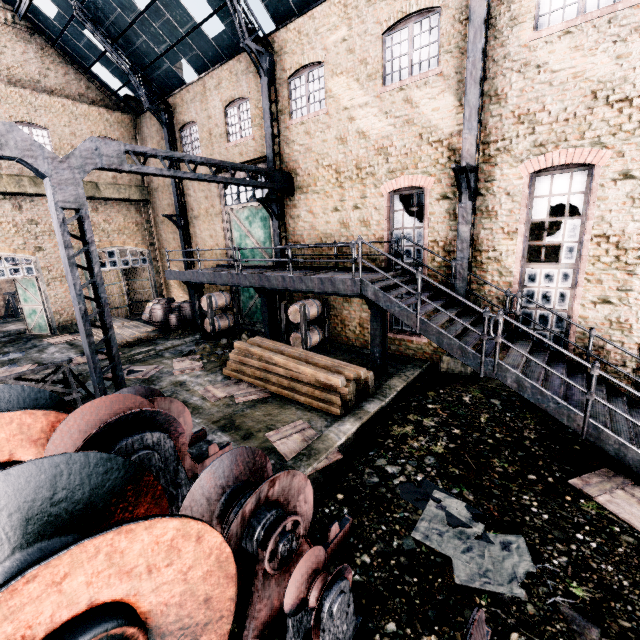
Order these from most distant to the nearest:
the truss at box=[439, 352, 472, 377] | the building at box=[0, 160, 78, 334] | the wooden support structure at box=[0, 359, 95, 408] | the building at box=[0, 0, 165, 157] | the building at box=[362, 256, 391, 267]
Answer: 1. the building at box=[0, 160, 78, 334]
2. the building at box=[0, 0, 165, 157]
3. the building at box=[362, 256, 391, 267]
4. the truss at box=[439, 352, 472, 377]
5. the wooden support structure at box=[0, 359, 95, 408]

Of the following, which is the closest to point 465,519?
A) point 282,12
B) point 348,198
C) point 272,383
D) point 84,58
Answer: point 272,383

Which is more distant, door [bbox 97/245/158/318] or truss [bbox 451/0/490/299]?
door [bbox 97/245/158/318]

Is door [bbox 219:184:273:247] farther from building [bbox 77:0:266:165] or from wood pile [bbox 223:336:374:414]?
building [bbox 77:0:266:165]

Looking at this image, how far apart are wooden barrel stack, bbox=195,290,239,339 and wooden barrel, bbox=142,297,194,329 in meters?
3.8

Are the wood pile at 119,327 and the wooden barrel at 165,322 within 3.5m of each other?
yes

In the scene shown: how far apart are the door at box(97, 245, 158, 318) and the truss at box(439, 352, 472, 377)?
21.5 meters

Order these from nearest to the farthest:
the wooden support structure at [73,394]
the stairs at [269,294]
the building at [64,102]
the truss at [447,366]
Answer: the stairs at [269,294] < the wooden support structure at [73,394] < the truss at [447,366] < the building at [64,102]
